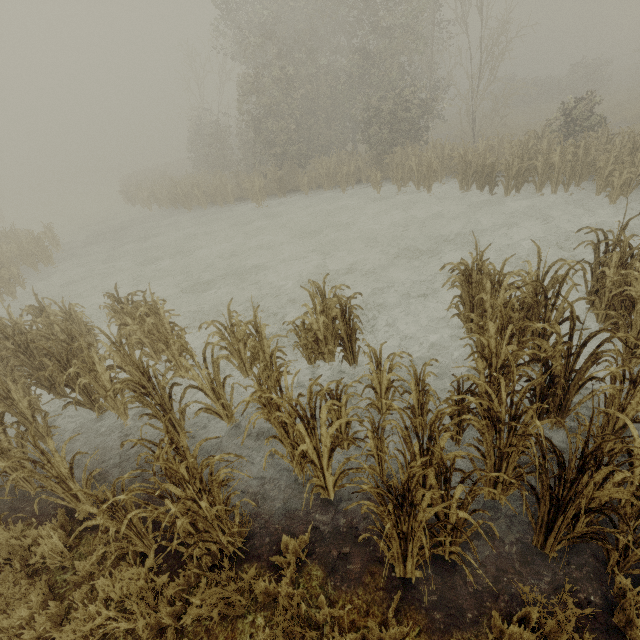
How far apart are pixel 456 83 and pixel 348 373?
25.4m
